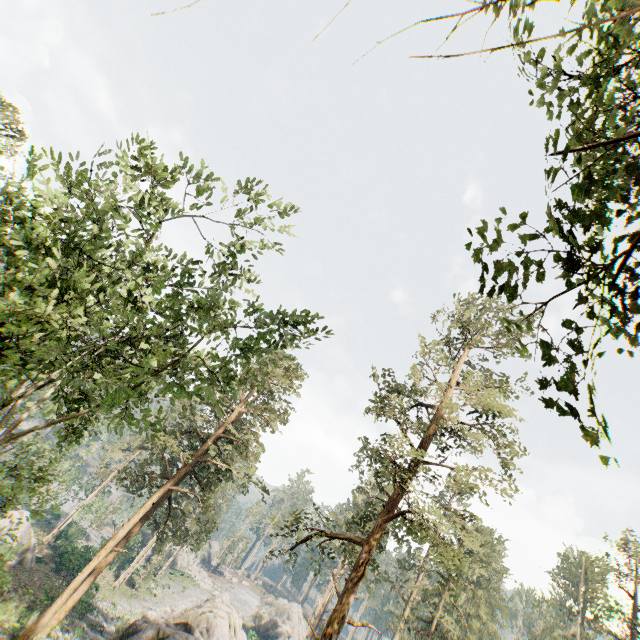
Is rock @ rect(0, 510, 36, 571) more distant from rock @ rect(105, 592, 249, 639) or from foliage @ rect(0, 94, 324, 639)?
rock @ rect(105, 592, 249, 639)

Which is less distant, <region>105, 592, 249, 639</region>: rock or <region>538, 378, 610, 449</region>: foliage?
<region>538, 378, 610, 449</region>: foliage

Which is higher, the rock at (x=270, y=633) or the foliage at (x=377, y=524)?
the foliage at (x=377, y=524)

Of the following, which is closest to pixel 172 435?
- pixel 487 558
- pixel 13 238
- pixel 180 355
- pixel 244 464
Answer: pixel 180 355

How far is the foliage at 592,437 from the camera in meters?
4.9 m

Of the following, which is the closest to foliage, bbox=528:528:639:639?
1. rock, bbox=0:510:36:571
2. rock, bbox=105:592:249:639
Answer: rock, bbox=0:510:36:571

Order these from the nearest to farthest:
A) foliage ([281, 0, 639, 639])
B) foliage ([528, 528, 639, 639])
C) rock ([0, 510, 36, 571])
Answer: foliage ([281, 0, 639, 639]) → rock ([0, 510, 36, 571]) → foliage ([528, 528, 639, 639])
